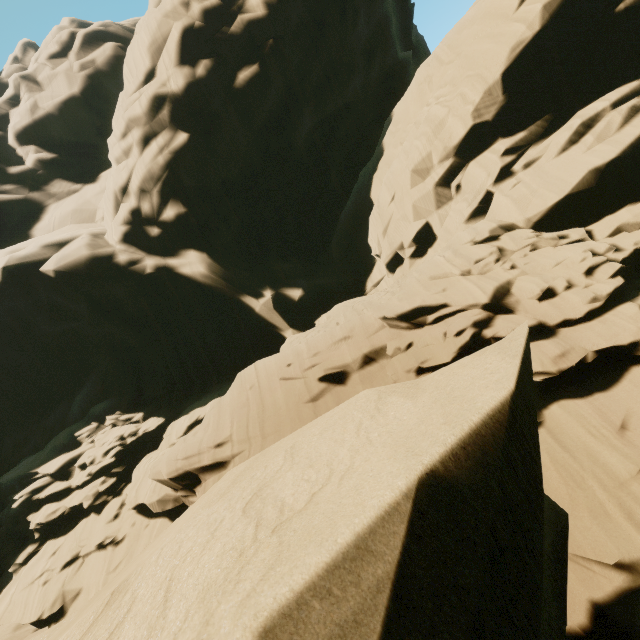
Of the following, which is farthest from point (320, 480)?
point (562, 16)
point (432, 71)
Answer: point (432, 71)
